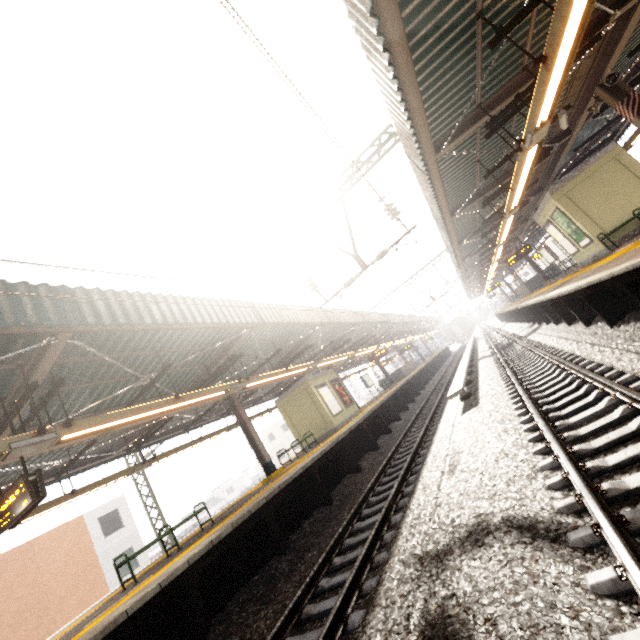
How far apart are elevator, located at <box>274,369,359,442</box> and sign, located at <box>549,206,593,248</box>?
12.6m

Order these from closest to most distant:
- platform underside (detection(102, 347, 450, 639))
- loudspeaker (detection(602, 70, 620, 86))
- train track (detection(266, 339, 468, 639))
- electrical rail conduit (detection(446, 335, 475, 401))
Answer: train track (detection(266, 339, 468, 639)) → platform underside (detection(102, 347, 450, 639)) → loudspeaker (detection(602, 70, 620, 86)) → electrical rail conduit (detection(446, 335, 475, 401))

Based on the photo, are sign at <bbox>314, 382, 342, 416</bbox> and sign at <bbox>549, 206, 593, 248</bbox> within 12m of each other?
no

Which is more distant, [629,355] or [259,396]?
[259,396]

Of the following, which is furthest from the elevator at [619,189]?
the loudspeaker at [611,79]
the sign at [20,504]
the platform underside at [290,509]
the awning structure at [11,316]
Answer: the sign at [20,504]

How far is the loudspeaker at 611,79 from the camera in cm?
737

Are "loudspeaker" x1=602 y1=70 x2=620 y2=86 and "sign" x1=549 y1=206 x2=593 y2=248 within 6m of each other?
yes

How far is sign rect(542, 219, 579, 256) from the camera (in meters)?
13.18
